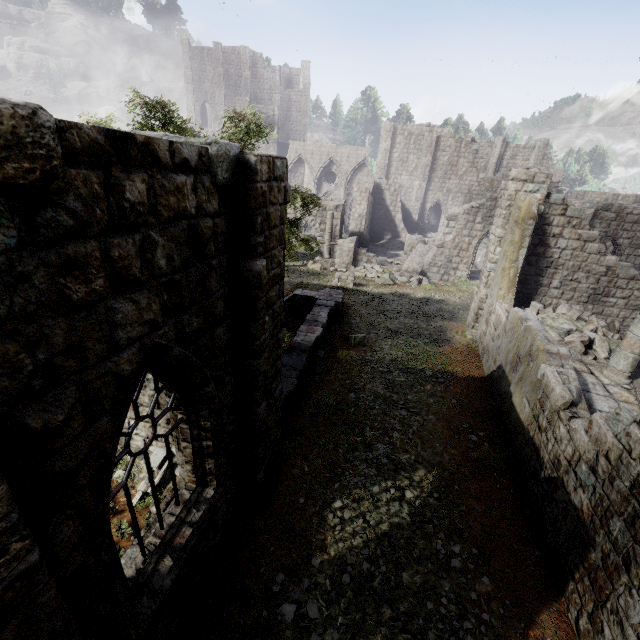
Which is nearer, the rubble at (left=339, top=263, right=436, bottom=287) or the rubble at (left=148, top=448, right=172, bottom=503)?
the rubble at (left=148, top=448, right=172, bottom=503)

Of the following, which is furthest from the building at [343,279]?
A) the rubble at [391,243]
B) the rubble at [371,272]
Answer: the rubble at [391,243]

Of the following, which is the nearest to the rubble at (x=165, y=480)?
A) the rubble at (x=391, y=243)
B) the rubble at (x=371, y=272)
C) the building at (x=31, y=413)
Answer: the building at (x=31, y=413)

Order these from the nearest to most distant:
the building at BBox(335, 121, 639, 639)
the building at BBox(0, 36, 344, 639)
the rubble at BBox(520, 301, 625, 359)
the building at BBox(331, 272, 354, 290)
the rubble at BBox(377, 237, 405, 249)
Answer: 1. the building at BBox(0, 36, 344, 639)
2. the building at BBox(335, 121, 639, 639)
3. the rubble at BBox(520, 301, 625, 359)
4. the building at BBox(331, 272, 354, 290)
5. the rubble at BBox(377, 237, 405, 249)

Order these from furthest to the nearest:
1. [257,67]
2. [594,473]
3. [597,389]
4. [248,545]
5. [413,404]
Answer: [257,67]
[413,404]
[597,389]
[248,545]
[594,473]

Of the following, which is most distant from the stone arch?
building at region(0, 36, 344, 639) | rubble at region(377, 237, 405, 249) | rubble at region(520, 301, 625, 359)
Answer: rubble at region(520, 301, 625, 359)

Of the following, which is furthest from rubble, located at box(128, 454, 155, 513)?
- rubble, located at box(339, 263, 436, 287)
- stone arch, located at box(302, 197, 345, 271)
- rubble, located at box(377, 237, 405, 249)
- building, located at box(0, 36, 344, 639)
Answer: rubble, located at box(377, 237, 405, 249)

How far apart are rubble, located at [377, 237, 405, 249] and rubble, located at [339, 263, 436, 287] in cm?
775
